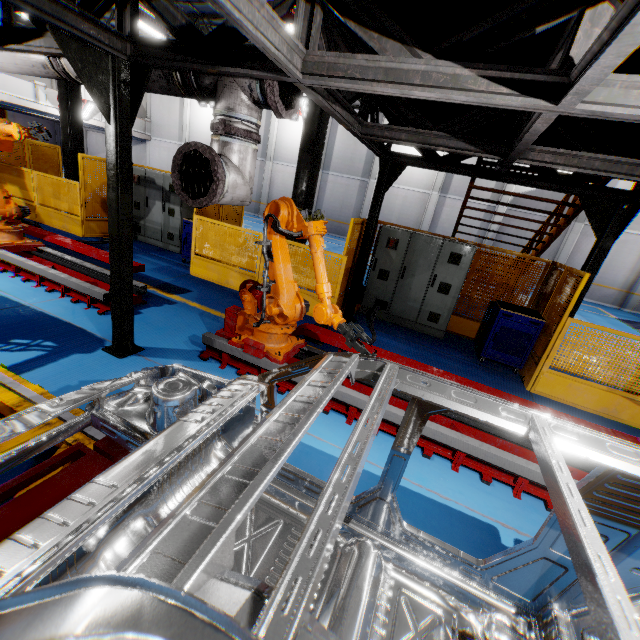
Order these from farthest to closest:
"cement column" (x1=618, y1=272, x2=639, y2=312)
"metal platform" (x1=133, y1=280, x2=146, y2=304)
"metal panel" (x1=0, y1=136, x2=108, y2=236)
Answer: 1. "cement column" (x1=618, y1=272, x2=639, y2=312)
2. "metal panel" (x1=0, y1=136, x2=108, y2=236)
3. "metal platform" (x1=133, y1=280, x2=146, y2=304)

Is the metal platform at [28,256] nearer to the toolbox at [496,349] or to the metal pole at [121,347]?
the metal pole at [121,347]

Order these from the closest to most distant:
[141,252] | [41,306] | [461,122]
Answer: [461,122], [41,306], [141,252]

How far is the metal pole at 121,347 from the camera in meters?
3.1

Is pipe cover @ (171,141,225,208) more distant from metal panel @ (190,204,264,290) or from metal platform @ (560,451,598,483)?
metal panel @ (190,204,264,290)

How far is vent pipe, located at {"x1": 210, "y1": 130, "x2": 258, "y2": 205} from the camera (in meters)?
3.24

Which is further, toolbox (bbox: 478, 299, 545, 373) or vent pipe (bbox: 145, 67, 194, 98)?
toolbox (bbox: 478, 299, 545, 373)

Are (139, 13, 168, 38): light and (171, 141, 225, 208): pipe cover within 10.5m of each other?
no
